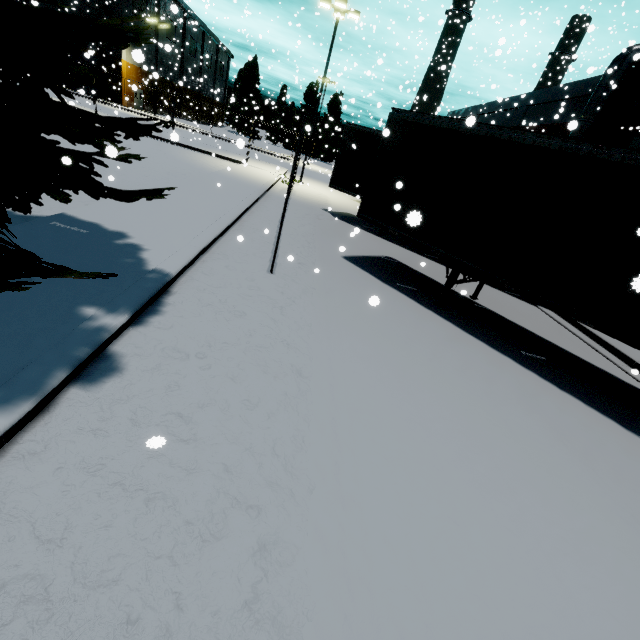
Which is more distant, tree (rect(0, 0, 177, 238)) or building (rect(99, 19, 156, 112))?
building (rect(99, 19, 156, 112))

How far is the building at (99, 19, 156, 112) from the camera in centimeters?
3165cm

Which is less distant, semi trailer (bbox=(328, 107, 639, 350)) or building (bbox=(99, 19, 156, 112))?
semi trailer (bbox=(328, 107, 639, 350))

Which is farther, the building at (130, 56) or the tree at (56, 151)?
the building at (130, 56)

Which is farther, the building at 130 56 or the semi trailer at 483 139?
the building at 130 56

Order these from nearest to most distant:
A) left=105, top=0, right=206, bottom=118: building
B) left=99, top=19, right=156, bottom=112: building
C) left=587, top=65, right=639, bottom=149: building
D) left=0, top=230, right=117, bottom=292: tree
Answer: left=0, top=230, right=117, bottom=292: tree, left=587, top=65, right=639, bottom=149: building, left=99, top=19, right=156, bottom=112: building, left=105, top=0, right=206, bottom=118: building

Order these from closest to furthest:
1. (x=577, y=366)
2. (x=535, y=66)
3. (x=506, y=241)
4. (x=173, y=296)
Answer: (x=173, y=296) < (x=506, y=241) < (x=577, y=366) < (x=535, y=66)

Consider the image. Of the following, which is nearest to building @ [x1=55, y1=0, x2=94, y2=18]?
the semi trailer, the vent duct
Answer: the vent duct
